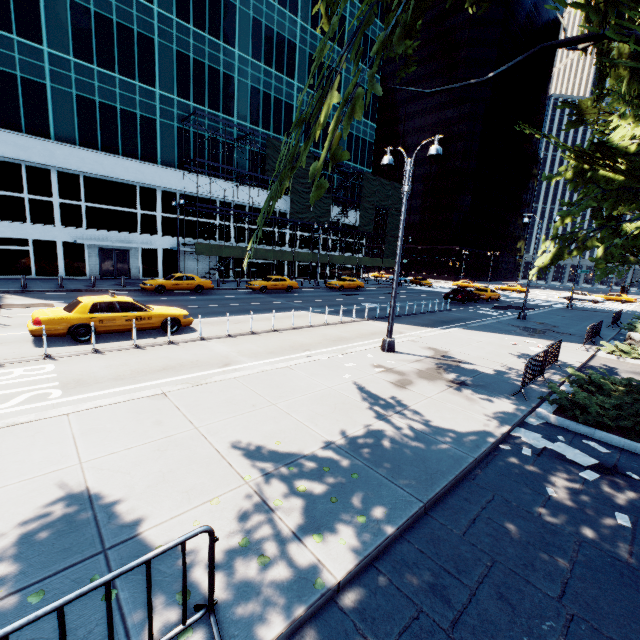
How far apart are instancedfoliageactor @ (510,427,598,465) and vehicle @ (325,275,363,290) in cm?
2963

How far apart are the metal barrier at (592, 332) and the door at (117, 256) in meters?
35.0

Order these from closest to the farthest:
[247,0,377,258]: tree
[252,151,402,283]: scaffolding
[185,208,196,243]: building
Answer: [247,0,377,258]: tree
[185,208,196,243]: building
[252,151,402,283]: scaffolding

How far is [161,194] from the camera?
31.9 meters

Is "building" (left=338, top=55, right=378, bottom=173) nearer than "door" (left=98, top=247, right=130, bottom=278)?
No

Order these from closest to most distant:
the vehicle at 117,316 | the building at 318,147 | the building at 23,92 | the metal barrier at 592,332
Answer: the vehicle at 117,316
the metal barrier at 592,332
the building at 23,92
the building at 318,147

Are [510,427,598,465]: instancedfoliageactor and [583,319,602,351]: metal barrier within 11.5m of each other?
yes

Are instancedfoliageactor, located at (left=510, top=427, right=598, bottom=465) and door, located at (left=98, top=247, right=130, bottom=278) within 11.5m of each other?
no
